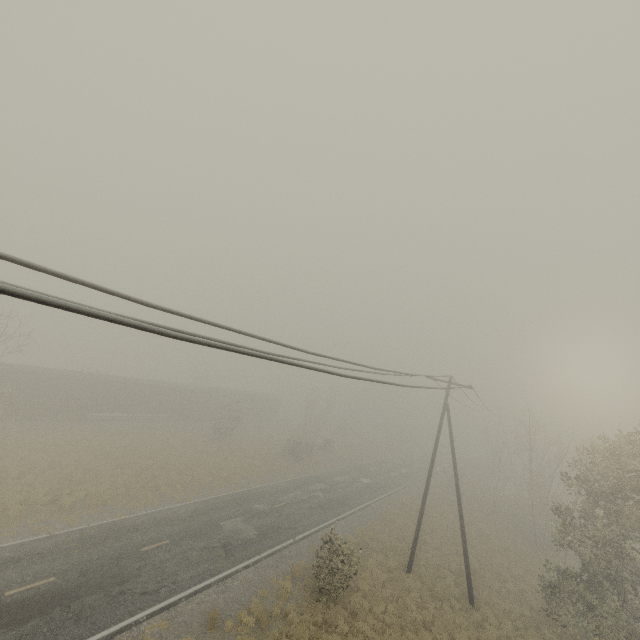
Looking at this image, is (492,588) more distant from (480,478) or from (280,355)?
(480,478)
